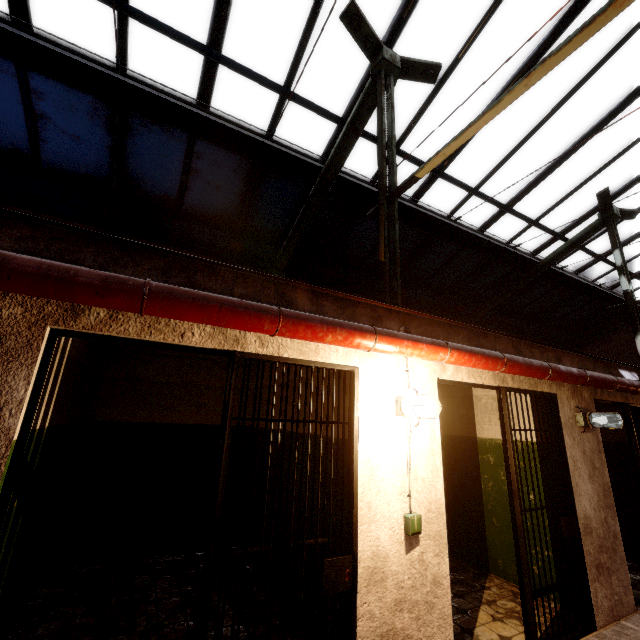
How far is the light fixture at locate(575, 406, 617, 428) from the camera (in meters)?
4.02

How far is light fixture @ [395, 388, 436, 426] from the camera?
2.6 meters

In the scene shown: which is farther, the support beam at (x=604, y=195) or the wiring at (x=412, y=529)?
the support beam at (x=604, y=195)

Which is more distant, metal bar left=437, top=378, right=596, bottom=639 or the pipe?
metal bar left=437, top=378, right=596, bottom=639

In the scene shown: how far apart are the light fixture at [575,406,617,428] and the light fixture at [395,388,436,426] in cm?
277

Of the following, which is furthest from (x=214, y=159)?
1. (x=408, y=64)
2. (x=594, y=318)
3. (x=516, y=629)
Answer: (x=594, y=318)

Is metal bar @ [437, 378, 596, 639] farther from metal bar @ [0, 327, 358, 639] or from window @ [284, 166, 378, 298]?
window @ [284, 166, 378, 298]

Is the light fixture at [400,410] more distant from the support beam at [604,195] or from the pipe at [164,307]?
the support beam at [604,195]
